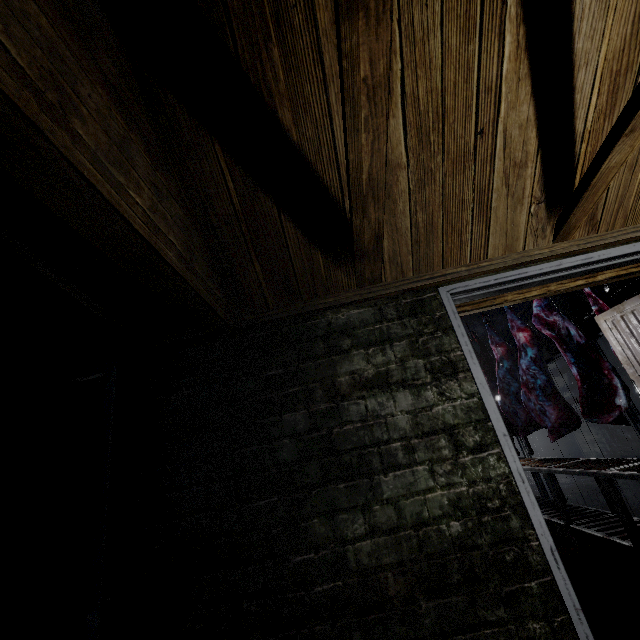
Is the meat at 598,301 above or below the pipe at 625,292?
below

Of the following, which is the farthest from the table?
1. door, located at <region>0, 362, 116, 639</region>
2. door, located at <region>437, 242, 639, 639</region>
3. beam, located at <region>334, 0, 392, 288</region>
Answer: door, located at <region>0, 362, 116, 639</region>

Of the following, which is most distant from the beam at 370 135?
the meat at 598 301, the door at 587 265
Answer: the meat at 598 301

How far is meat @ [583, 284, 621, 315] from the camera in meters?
2.6 m

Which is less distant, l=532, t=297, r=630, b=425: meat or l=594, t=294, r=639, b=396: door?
l=594, t=294, r=639, b=396: door

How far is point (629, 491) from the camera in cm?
511

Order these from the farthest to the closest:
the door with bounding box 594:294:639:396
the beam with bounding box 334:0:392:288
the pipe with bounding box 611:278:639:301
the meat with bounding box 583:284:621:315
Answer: the pipe with bounding box 611:278:639:301 < the meat with bounding box 583:284:621:315 < the door with bounding box 594:294:639:396 < the beam with bounding box 334:0:392:288

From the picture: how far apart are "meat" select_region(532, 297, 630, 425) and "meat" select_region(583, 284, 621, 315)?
0.4m
